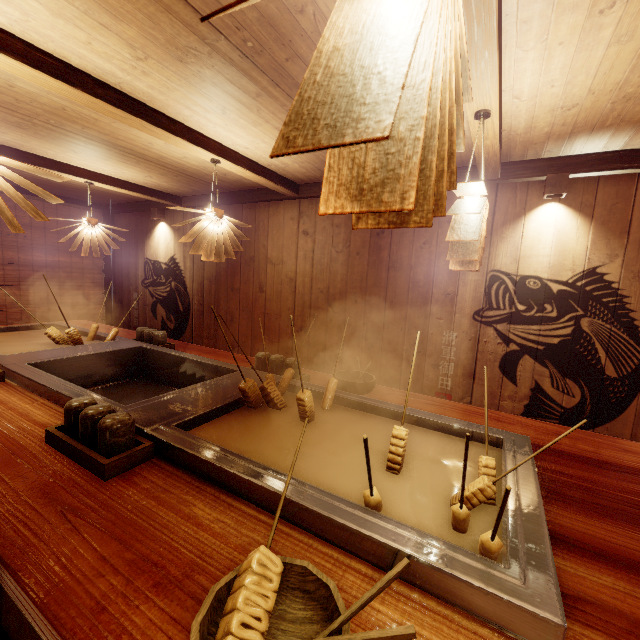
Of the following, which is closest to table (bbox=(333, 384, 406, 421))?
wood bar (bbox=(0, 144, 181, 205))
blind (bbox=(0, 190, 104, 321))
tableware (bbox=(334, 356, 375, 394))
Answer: tableware (bbox=(334, 356, 375, 394))

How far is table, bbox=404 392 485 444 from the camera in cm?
276

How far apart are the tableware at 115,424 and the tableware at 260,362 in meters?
1.8

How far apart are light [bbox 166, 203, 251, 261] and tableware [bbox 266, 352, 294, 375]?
1.63m

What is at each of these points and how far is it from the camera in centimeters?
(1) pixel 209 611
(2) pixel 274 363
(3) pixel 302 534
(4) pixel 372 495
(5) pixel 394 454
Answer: (1) tableware, 114cm
(2) tableware, 405cm
(3) table, 168cm
(4) food, 167cm
(5) food, 221cm

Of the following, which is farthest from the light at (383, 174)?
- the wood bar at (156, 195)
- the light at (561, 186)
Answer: the wood bar at (156, 195)

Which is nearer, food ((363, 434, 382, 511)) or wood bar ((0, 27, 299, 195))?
food ((363, 434, 382, 511))

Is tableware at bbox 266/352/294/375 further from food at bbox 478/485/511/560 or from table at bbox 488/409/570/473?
food at bbox 478/485/511/560
